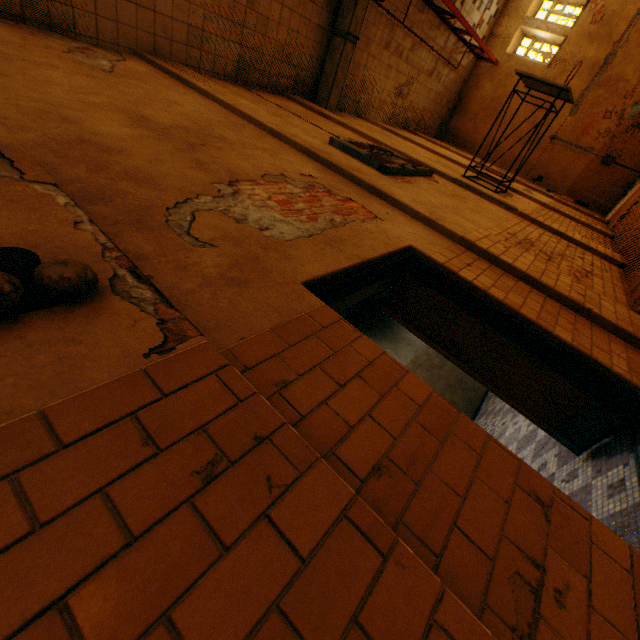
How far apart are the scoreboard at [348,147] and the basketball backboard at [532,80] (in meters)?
2.28

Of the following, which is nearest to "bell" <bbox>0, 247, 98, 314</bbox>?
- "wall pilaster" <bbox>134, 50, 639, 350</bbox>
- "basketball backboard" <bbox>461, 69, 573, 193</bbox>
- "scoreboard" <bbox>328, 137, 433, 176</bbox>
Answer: "wall pilaster" <bbox>134, 50, 639, 350</bbox>

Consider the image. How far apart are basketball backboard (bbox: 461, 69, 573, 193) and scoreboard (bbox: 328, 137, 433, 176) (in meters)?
2.28

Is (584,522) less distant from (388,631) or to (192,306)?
(388,631)

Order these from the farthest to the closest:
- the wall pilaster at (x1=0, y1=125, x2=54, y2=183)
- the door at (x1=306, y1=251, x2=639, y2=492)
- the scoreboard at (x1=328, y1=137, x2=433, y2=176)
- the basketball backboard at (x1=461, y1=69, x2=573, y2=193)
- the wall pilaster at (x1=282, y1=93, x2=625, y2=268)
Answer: the basketball backboard at (x1=461, y1=69, x2=573, y2=193)
the wall pilaster at (x1=282, y1=93, x2=625, y2=268)
the scoreboard at (x1=328, y1=137, x2=433, y2=176)
the door at (x1=306, y1=251, x2=639, y2=492)
the wall pilaster at (x1=0, y1=125, x2=54, y2=183)

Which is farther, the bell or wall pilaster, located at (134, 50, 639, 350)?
wall pilaster, located at (134, 50, 639, 350)

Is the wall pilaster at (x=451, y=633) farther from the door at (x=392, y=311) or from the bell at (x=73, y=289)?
the door at (x=392, y=311)

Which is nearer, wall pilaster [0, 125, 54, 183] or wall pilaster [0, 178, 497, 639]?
wall pilaster [0, 178, 497, 639]
